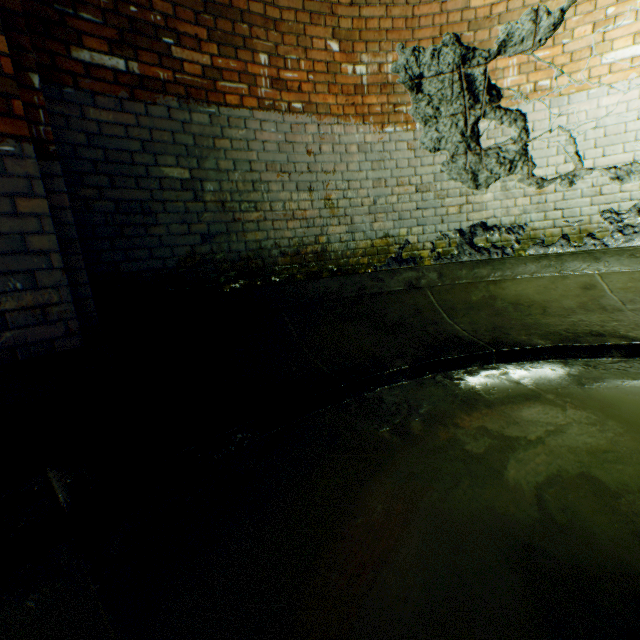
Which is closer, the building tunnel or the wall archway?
the building tunnel

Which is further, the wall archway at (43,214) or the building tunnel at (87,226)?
the wall archway at (43,214)

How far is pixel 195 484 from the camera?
1.45m
